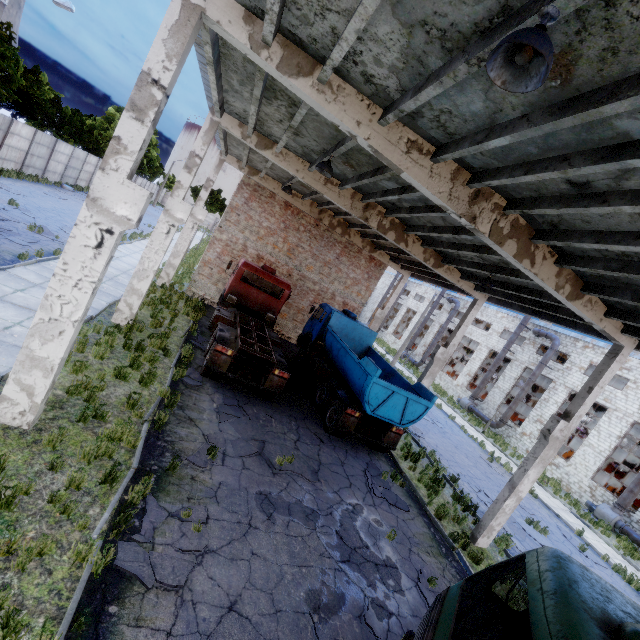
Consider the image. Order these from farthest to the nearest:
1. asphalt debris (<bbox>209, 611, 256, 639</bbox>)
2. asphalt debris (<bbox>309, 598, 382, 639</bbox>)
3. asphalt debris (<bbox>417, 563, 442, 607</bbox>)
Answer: asphalt debris (<bbox>417, 563, 442, 607</bbox>) → asphalt debris (<bbox>309, 598, 382, 639</bbox>) → asphalt debris (<bbox>209, 611, 256, 639</bbox>)

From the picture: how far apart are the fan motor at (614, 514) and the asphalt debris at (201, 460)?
25.51m

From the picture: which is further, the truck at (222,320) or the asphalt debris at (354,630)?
the truck at (222,320)

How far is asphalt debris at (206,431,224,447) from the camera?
8.2 meters

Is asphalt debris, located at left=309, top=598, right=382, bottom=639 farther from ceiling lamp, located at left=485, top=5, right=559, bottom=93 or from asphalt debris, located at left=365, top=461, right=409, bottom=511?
ceiling lamp, located at left=485, top=5, right=559, bottom=93

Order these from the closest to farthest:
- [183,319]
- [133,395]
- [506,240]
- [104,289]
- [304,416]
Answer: [506,240] → [133,395] → [304,416] → [104,289] → [183,319]

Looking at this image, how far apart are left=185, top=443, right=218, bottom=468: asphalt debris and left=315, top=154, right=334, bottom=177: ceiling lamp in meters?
7.5 m

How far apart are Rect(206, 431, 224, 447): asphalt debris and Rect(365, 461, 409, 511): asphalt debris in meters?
4.8
